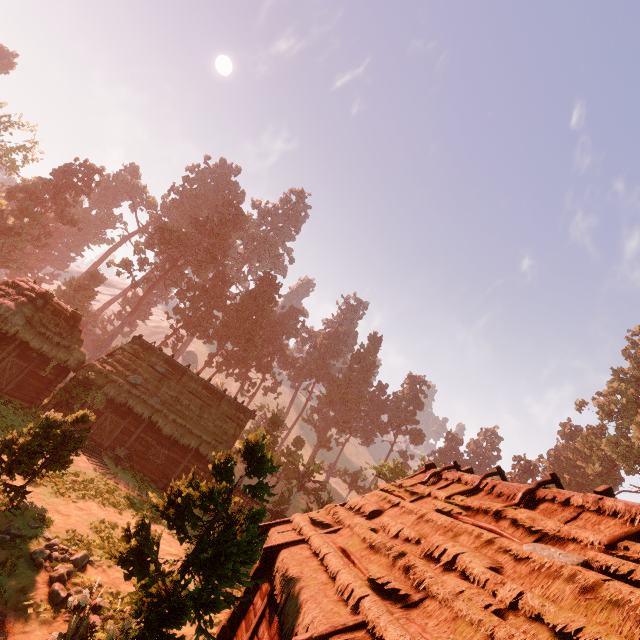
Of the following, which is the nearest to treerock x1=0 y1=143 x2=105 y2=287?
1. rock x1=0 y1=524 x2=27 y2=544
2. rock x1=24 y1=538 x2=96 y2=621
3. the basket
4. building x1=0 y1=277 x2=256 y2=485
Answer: building x1=0 y1=277 x2=256 y2=485

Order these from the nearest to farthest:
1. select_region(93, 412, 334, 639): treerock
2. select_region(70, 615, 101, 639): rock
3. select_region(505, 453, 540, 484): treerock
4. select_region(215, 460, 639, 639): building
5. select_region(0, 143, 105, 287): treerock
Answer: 1. select_region(215, 460, 639, 639): building
2. select_region(93, 412, 334, 639): treerock
3. select_region(70, 615, 101, 639): rock
4. select_region(0, 143, 105, 287): treerock
5. select_region(505, 453, 540, 484): treerock

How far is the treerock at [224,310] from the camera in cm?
4897

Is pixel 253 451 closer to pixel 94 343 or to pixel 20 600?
pixel 20 600

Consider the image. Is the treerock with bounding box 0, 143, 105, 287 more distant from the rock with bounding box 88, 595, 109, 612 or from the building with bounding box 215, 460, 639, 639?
Answer: the rock with bounding box 88, 595, 109, 612

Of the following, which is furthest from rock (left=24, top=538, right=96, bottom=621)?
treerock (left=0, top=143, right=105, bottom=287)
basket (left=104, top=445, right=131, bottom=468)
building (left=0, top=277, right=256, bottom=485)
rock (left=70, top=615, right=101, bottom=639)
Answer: basket (left=104, top=445, right=131, bottom=468)

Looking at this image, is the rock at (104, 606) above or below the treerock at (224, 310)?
below

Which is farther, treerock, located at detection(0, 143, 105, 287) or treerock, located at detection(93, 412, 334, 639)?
treerock, located at detection(0, 143, 105, 287)
